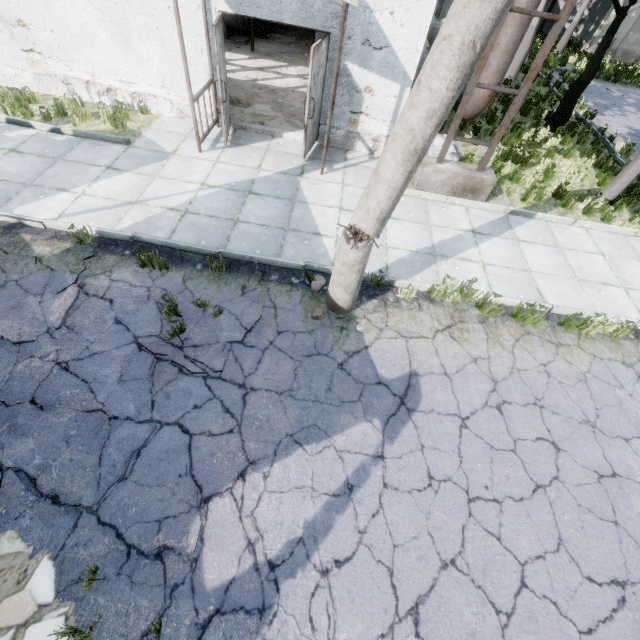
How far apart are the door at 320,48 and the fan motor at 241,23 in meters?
7.6

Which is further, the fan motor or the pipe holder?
the fan motor

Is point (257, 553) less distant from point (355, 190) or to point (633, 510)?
point (633, 510)

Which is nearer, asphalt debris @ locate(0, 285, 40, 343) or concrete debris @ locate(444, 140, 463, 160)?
asphalt debris @ locate(0, 285, 40, 343)

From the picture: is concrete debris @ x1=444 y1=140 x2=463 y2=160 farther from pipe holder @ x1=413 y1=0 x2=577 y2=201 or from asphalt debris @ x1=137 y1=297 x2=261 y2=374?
asphalt debris @ x1=137 y1=297 x2=261 y2=374

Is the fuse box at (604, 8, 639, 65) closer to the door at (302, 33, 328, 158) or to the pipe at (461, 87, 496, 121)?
the pipe at (461, 87, 496, 121)

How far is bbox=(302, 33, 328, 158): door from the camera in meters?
6.4 m

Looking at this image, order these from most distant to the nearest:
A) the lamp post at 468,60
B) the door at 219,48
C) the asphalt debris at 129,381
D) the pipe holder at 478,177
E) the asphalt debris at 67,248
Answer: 1. the door at 219,48
2. the pipe holder at 478,177
3. the asphalt debris at 67,248
4. the asphalt debris at 129,381
5. the lamp post at 468,60
